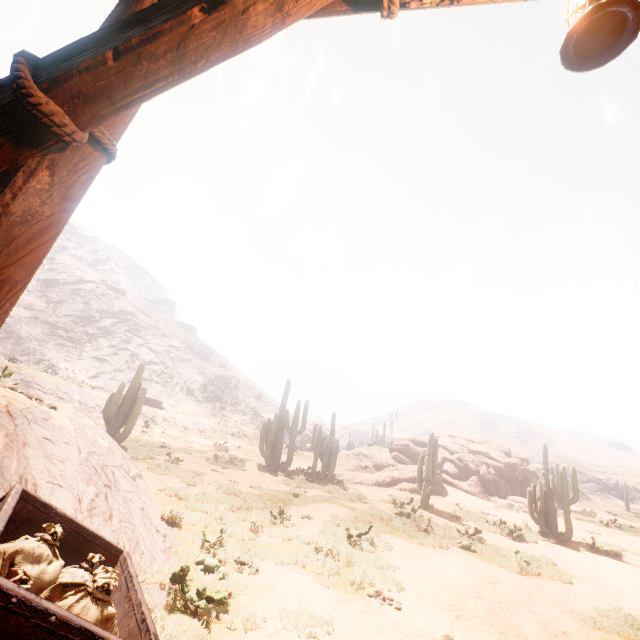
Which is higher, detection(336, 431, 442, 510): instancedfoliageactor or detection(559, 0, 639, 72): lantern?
detection(559, 0, 639, 72): lantern

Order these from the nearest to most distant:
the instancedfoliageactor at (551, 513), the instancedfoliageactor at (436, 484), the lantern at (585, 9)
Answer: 1. the lantern at (585, 9)
2. the instancedfoliageactor at (551, 513)
3. the instancedfoliageactor at (436, 484)

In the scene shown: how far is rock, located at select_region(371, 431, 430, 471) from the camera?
26.91m

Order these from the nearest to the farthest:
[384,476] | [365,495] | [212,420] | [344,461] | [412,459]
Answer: [365,495] < [384,476] < [412,459] < [344,461] < [212,420]

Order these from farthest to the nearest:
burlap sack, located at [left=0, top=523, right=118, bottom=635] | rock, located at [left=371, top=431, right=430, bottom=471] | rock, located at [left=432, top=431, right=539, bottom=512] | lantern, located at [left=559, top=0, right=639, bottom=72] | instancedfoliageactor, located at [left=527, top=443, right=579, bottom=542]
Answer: rock, located at [left=371, top=431, right=430, bottom=471]
rock, located at [left=432, top=431, right=539, bottom=512]
instancedfoliageactor, located at [left=527, top=443, right=579, bottom=542]
burlap sack, located at [left=0, top=523, right=118, bottom=635]
lantern, located at [left=559, top=0, right=639, bottom=72]

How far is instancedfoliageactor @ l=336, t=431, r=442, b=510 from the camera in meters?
15.3 m

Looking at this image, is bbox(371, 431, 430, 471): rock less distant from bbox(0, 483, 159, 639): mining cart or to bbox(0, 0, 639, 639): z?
bbox(0, 0, 639, 639): z

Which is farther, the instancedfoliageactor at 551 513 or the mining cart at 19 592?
the instancedfoliageactor at 551 513
